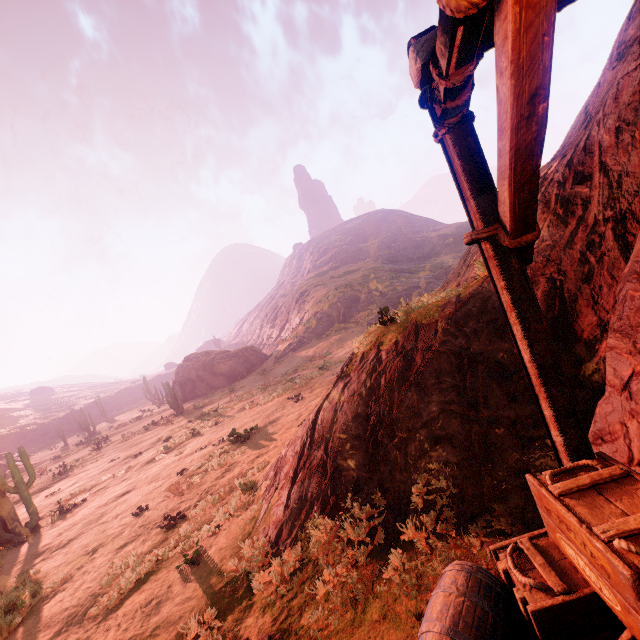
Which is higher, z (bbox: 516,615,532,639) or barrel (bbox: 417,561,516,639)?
barrel (bbox: 417,561,516,639)

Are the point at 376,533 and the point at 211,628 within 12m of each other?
yes

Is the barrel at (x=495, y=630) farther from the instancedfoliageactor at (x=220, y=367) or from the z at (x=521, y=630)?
the instancedfoliageactor at (x=220, y=367)

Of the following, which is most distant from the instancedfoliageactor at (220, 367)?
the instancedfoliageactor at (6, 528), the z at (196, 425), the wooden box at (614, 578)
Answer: the wooden box at (614, 578)

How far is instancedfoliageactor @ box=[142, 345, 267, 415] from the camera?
35.6 meters

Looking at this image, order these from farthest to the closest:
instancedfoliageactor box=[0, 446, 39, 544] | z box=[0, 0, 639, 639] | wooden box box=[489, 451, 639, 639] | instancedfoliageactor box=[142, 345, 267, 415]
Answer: instancedfoliageactor box=[142, 345, 267, 415] → instancedfoliageactor box=[0, 446, 39, 544] → z box=[0, 0, 639, 639] → wooden box box=[489, 451, 639, 639]

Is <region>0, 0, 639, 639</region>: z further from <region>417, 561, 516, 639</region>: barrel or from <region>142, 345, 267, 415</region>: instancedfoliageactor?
<region>142, 345, 267, 415</region>: instancedfoliageactor

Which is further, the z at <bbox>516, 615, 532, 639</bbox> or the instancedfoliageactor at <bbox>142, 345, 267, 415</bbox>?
the instancedfoliageactor at <bbox>142, 345, 267, 415</bbox>
